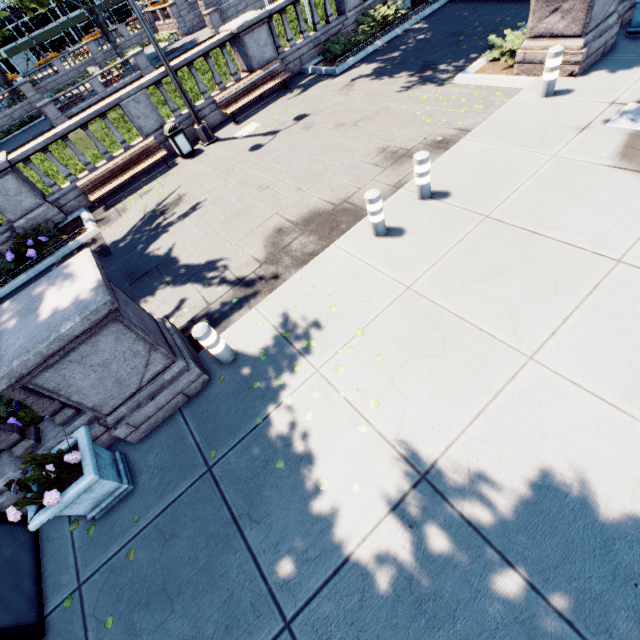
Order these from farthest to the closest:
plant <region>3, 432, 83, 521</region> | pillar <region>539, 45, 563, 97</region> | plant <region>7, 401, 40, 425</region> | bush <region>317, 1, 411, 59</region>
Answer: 1. bush <region>317, 1, 411, 59</region>
2. pillar <region>539, 45, 563, 97</region>
3. plant <region>7, 401, 40, 425</region>
4. plant <region>3, 432, 83, 521</region>

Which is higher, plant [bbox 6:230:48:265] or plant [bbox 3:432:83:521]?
plant [bbox 3:432:83:521]

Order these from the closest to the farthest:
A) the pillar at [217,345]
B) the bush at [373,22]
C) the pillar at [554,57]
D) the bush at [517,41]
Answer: the pillar at [217,345] → the pillar at [554,57] → the bush at [517,41] → the bush at [373,22]

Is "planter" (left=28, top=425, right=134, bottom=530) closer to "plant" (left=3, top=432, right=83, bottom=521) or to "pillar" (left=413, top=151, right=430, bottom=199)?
"plant" (left=3, top=432, right=83, bottom=521)

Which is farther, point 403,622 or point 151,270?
point 151,270

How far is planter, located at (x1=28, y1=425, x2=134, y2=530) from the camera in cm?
364

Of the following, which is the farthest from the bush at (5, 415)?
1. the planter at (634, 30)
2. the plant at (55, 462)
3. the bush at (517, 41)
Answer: the planter at (634, 30)

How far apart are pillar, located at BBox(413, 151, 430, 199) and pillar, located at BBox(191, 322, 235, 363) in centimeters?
443cm
